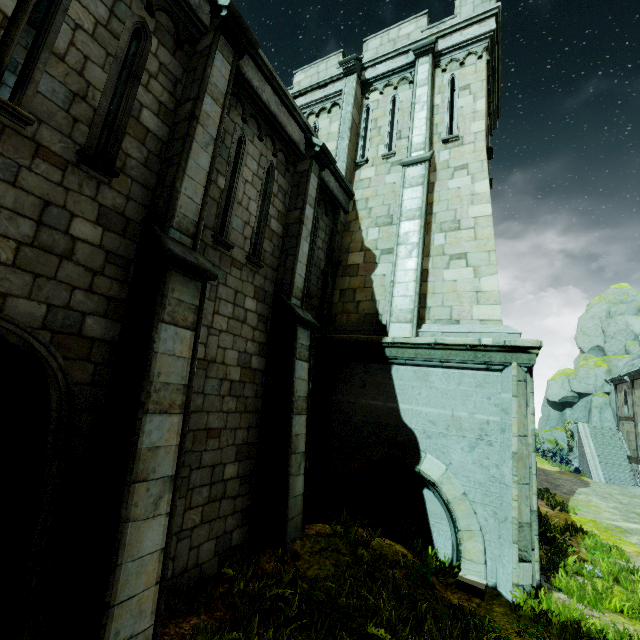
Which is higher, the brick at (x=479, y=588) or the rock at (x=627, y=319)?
the rock at (x=627, y=319)

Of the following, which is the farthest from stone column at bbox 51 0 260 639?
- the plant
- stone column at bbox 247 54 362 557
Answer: the plant

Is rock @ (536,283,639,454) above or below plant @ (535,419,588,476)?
above

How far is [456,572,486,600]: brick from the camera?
5.78m

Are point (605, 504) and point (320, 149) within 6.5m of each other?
no

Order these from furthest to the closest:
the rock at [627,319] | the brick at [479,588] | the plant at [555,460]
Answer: the rock at [627,319], the plant at [555,460], the brick at [479,588]

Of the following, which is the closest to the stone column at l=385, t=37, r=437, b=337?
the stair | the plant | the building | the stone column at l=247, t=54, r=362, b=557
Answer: the stone column at l=247, t=54, r=362, b=557

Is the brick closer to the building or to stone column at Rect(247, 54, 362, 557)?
stone column at Rect(247, 54, 362, 557)
